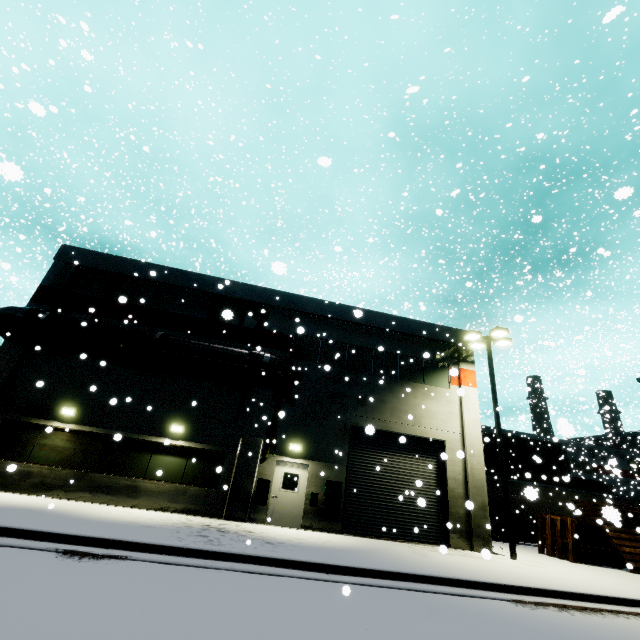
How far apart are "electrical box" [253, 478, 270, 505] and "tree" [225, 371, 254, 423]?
2.52m

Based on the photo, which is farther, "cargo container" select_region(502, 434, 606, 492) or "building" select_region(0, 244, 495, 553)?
"cargo container" select_region(502, 434, 606, 492)

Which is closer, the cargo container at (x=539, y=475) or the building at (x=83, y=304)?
the building at (x=83, y=304)

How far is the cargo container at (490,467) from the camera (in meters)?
27.41

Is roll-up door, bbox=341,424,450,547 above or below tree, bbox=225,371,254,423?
below

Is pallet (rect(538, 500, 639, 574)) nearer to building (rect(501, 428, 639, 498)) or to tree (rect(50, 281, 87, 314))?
building (rect(501, 428, 639, 498))

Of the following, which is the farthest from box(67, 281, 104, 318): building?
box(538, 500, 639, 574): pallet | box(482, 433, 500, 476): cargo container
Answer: box(482, 433, 500, 476): cargo container

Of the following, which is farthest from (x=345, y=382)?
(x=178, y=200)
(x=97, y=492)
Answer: (x=178, y=200)
